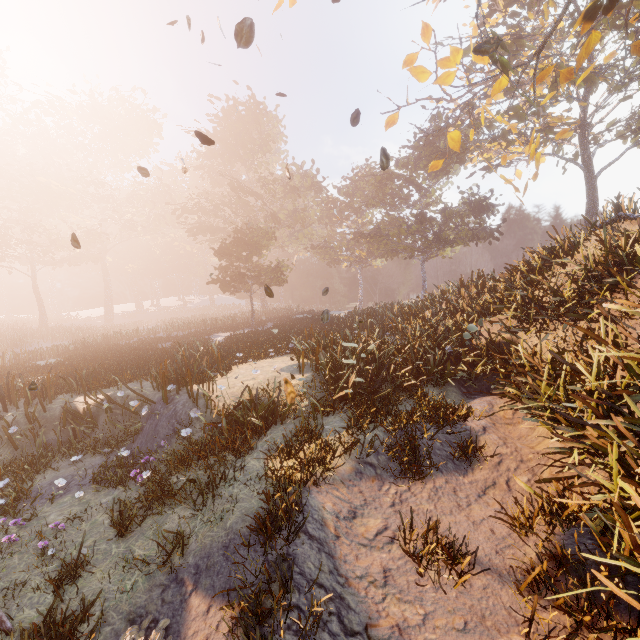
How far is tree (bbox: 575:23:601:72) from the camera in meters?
10.0 m

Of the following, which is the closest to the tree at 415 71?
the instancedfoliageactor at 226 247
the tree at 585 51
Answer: the tree at 585 51

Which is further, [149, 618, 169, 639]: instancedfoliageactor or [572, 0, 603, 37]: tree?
[572, 0, 603, 37]: tree

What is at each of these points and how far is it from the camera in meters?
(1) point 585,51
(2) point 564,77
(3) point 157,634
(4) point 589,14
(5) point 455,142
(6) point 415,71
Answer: (1) tree, 10.4 m
(2) tree, 11.0 m
(3) instancedfoliageactor, 3.8 m
(4) tree, 9.2 m
(5) tree, 10.8 m
(6) tree, 10.2 m

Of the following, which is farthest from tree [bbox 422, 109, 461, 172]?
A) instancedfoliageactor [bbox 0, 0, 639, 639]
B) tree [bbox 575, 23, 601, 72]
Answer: instancedfoliageactor [bbox 0, 0, 639, 639]

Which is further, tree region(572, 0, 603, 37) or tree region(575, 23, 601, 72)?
tree region(575, 23, 601, 72)

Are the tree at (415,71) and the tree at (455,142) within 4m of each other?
yes

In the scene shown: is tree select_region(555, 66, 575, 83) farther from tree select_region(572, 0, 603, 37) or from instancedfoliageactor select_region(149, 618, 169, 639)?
instancedfoliageactor select_region(149, 618, 169, 639)
